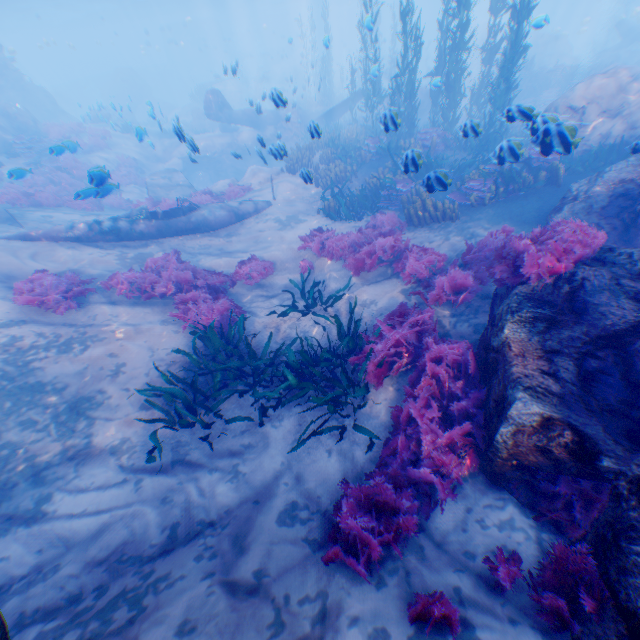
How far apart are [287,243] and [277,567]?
8.8 meters

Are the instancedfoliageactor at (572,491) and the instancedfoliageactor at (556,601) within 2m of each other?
yes

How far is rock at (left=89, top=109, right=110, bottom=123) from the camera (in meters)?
17.41

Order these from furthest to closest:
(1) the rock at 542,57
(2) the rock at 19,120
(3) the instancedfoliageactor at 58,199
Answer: (1) the rock at 542,57 → (2) the rock at 19,120 → (3) the instancedfoliageactor at 58,199

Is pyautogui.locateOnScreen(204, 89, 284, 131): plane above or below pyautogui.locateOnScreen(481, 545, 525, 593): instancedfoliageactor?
above

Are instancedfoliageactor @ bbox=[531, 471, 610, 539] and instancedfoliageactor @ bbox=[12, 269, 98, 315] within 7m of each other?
no

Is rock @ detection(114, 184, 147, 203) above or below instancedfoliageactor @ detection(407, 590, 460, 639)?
below

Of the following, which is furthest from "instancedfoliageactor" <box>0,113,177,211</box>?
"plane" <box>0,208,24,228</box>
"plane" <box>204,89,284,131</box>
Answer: "plane" <box>0,208,24,228</box>
